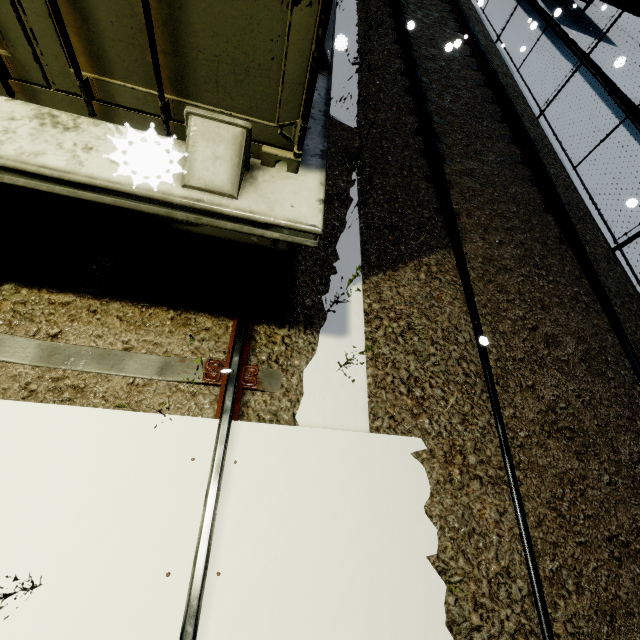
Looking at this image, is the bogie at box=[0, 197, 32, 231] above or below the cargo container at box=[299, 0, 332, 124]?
below

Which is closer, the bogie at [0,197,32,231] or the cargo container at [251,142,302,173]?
the cargo container at [251,142,302,173]

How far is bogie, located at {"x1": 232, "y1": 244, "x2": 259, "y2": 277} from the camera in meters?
2.3 m

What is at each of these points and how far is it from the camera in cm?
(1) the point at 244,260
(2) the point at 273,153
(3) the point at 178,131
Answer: (1) bogie, 243
(2) cargo container, 178
(3) cargo container, 174

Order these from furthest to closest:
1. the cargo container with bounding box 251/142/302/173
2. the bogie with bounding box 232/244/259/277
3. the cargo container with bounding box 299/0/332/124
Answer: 1. the bogie with bounding box 232/244/259/277
2. the cargo container with bounding box 251/142/302/173
3. the cargo container with bounding box 299/0/332/124

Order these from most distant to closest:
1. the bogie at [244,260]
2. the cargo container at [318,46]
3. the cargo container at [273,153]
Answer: the bogie at [244,260] → the cargo container at [273,153] → the cargo container at [318,46]

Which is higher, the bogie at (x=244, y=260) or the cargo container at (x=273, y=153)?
the cargo container at (x=273, y=153)
